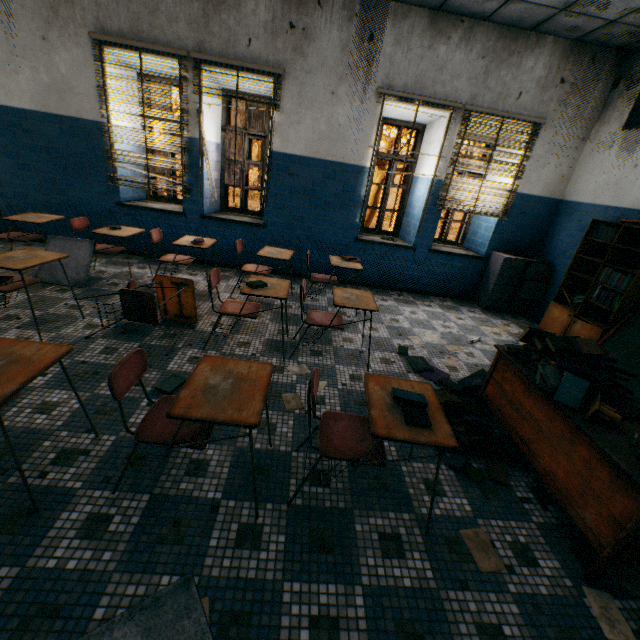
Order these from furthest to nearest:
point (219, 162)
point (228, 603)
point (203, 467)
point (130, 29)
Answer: point (219, 162) → point (130, 29) → point (203, 467) → point (228, 603)

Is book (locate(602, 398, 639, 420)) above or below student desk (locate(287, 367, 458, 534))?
above

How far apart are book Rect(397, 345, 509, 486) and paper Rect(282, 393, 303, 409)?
0.9m

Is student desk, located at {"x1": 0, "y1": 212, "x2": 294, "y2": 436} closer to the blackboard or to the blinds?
the blinds

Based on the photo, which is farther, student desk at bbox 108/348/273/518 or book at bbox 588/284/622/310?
book at bbox 588/284/622/310

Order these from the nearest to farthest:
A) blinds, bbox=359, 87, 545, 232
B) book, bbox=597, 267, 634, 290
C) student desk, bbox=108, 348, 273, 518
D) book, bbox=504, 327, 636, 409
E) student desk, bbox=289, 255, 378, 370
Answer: student desk, bbox=108, 348, 273, 518 < book, bbox=504, 327, 636, 409 < student desk, bbox=289, 255, 378, 370 < book, bbox=597, 267, 634, 290 < blinds, bbox=359, 87, 545, 232

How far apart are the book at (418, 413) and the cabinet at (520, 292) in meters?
4.5 m

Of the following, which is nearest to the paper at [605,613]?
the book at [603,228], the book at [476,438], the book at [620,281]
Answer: the book at [476,438]
